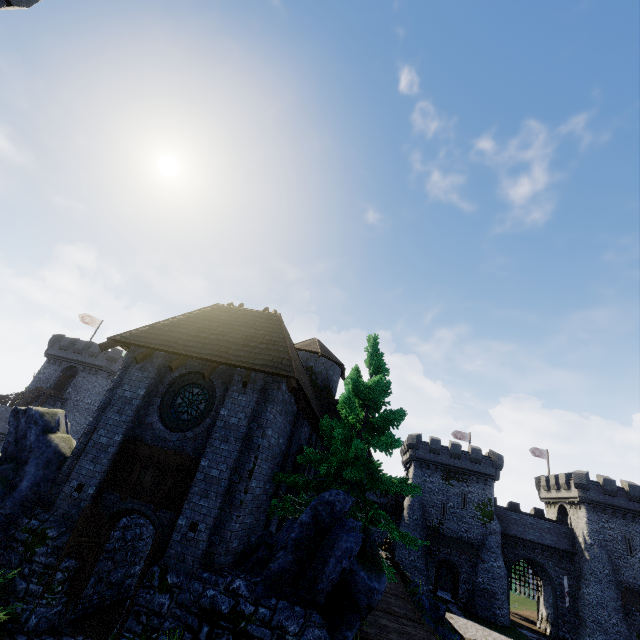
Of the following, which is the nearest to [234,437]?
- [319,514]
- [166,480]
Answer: [166,480]

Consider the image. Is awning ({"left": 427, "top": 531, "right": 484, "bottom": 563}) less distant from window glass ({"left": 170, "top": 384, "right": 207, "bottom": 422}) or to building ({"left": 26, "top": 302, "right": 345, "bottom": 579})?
building ({"left": 26, "top": 302, "right": 345, "bottom": 579})

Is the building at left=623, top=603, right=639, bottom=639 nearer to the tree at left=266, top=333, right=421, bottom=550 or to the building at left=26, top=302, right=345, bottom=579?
the building at left=26, top=302, right=345, bottom=579

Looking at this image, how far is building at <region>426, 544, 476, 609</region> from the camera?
35.51m

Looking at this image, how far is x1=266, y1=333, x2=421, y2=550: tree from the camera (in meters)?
10.13

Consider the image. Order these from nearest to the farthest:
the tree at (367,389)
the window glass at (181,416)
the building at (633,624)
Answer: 1. the tree at (367,389)
2. the window glass at (181,416)
3. the building at (633,624)

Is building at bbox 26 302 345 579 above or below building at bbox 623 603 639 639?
above

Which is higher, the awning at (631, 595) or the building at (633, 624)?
the awning at (631, 595)
